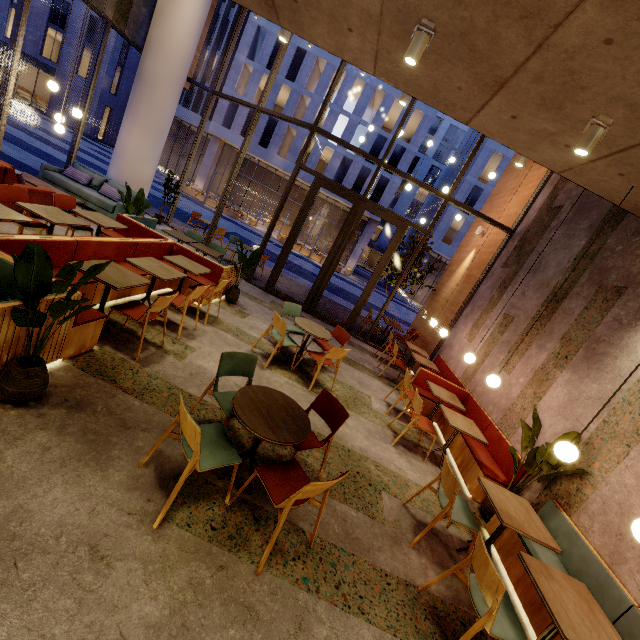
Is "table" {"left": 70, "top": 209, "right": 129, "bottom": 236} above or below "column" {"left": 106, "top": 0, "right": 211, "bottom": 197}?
below

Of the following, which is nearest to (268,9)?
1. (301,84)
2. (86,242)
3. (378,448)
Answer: (86,242)

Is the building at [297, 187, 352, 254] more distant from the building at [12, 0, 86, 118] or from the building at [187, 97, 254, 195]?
the building at [12, 0, 86, 118]

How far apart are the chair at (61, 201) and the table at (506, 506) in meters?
7.3

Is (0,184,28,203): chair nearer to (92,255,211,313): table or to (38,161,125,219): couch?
(92,255,211,313): table

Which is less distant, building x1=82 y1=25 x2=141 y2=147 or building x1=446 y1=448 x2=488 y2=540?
building x1=446 y1=448 x2=488 y2=540

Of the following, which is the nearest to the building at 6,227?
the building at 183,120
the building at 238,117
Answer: the building at 238,117

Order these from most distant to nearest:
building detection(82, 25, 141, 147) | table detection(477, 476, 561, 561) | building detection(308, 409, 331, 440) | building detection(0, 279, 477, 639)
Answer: building detection(82, 25, 141, 147) → building detection(308, 409, 331, 440) → table detection(477, 476, 561, 561) → building detection(0, 279, 477, 639)
